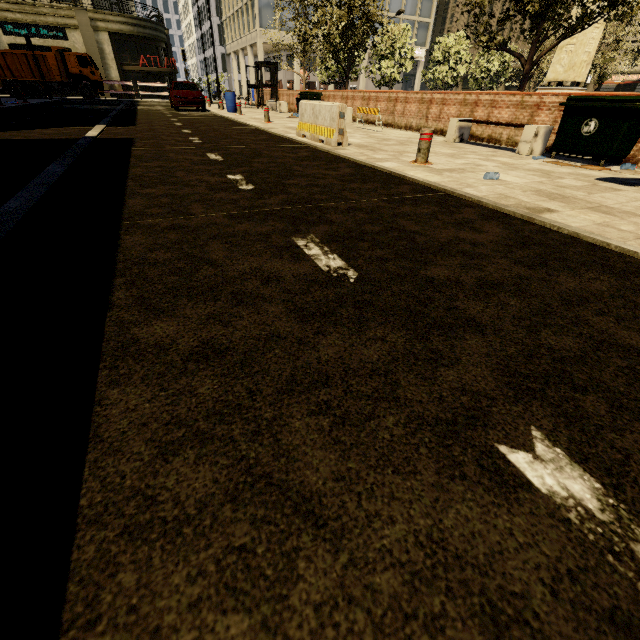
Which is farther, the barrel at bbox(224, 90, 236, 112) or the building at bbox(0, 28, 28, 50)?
the building at bbox(0, 28, 28, 50)

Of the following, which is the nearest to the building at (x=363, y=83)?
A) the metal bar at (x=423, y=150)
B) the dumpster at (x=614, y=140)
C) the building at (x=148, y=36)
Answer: the building at (x=148, y=36)

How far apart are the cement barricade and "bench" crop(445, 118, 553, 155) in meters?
3.6

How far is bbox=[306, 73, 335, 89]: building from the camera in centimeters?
4412cm

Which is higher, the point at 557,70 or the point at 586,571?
the point at 557,70

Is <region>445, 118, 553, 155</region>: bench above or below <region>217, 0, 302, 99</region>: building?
below

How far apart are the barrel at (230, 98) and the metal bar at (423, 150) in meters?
16.8 m

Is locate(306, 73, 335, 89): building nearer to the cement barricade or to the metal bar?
the cement barricade
